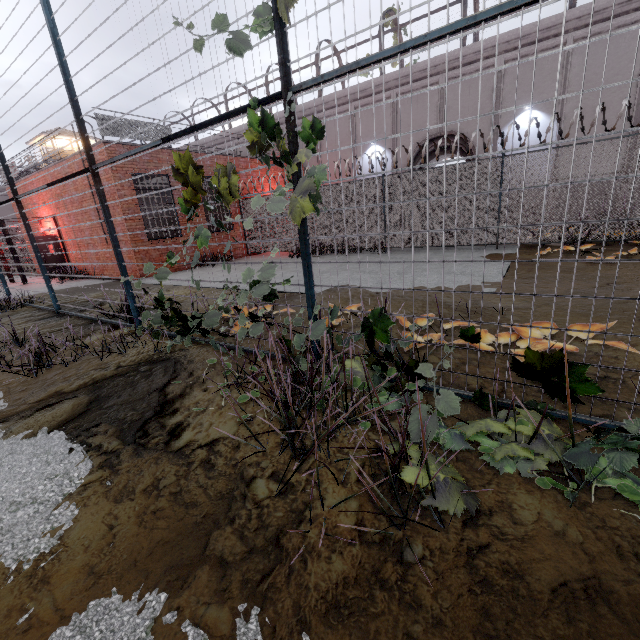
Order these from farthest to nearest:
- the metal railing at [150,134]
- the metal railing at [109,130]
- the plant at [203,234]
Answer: the metal railing at [150,134]
the metal railing at [109,130]
the plant at [203,234]

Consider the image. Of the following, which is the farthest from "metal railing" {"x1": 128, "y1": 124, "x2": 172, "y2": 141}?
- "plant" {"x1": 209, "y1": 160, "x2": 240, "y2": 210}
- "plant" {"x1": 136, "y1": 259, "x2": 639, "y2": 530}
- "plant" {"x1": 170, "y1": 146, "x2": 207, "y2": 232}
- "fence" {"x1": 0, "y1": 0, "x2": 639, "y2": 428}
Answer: "plant" {"x1": 136, "y1": 259, "x2": 639, "y2": 530}

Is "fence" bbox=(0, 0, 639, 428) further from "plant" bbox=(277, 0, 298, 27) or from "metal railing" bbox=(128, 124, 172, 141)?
"metal railing" bbox=(128, 124, 172, 141)

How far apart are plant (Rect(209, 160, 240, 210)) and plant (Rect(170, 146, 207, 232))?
0.2 meters

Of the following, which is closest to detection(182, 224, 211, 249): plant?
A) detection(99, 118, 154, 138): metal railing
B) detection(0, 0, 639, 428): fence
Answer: detection(0, 0, 639, 428): fence

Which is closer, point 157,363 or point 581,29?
point 157,363

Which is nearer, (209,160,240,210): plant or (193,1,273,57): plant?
(193,1,273,57): plant

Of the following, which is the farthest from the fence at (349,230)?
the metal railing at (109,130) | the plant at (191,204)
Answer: the metal railing at (109,130)
